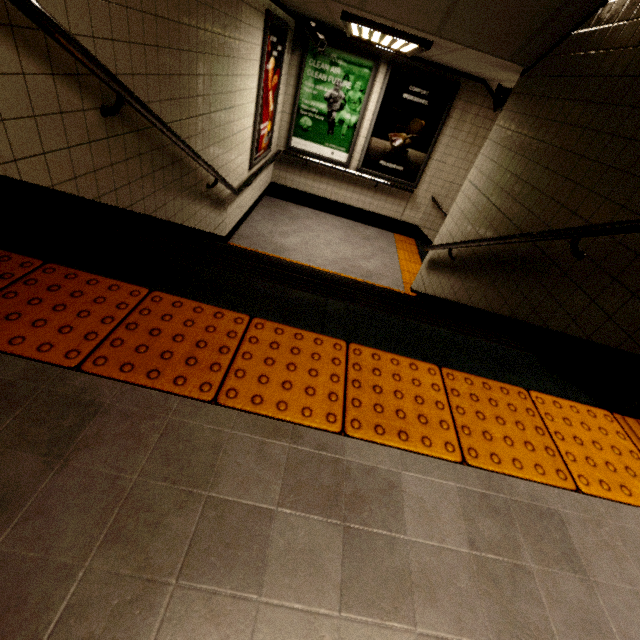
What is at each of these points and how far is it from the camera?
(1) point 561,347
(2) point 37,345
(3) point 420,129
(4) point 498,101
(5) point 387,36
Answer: (1) stairs, 1.99m
(2) groundtactileadastrip, 1.09m
(3) sign, 5.94m
(4) loudspeaker, 3.68m
(5) fluorescent light, 3.72m

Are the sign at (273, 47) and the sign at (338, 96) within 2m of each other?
yes

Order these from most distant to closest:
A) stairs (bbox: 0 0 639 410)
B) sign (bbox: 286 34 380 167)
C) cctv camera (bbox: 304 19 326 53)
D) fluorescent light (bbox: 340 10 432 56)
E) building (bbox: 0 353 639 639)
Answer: sign (bbox: 286 34 380 167)
cctv camera (bbox: 304 19 326 53)
fluorescent light (bbox: 340 10 432 56)
stairs (bbox: 0 0 639 410)
building (bbox: 0 353 639 639)

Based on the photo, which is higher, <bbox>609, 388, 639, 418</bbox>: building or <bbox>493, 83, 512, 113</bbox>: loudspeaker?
<bbox>493, 83, 512, 113</bbox>: loudspeaker

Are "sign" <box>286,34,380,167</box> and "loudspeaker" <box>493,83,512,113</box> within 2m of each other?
no

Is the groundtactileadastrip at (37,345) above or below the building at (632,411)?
below

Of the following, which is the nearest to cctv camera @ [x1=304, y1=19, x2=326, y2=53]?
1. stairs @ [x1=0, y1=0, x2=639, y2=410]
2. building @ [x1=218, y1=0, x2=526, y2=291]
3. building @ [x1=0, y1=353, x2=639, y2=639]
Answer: building @ [x1=218, y1=0, x2=526, y2=291]

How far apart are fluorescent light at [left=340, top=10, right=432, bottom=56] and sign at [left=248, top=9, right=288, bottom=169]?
0.9 meters
